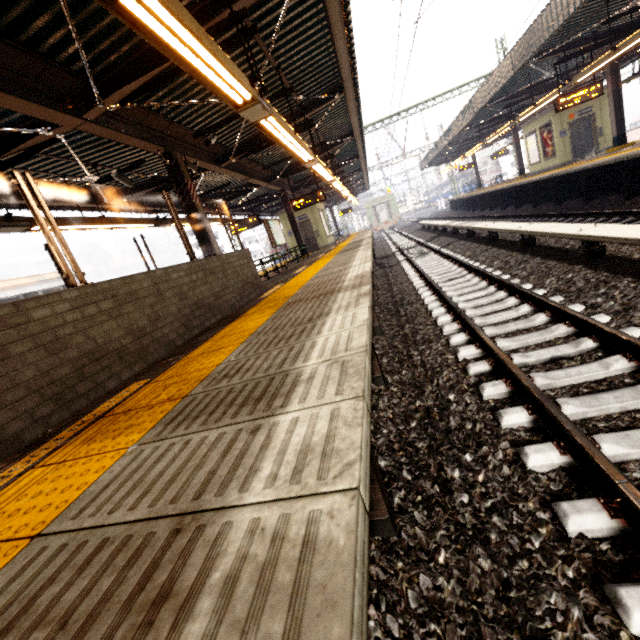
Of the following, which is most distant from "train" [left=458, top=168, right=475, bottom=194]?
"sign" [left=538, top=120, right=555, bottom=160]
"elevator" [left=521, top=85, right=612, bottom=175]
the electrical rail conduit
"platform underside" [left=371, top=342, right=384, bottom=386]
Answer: "sign" [left=538, top=120, right=555, bottom=160]

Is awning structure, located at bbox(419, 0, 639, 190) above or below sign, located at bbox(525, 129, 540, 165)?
above

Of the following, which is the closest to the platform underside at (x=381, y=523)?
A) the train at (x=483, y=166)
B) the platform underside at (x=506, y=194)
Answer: the platform underside at (x=506, y=194)

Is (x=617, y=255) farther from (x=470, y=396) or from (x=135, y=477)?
(x=135, y=477)

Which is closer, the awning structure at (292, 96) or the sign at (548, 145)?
the awning structure at (292, 96)

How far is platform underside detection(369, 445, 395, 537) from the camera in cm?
200

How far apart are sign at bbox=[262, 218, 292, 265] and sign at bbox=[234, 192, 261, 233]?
1.09m

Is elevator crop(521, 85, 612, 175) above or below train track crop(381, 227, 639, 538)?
above
